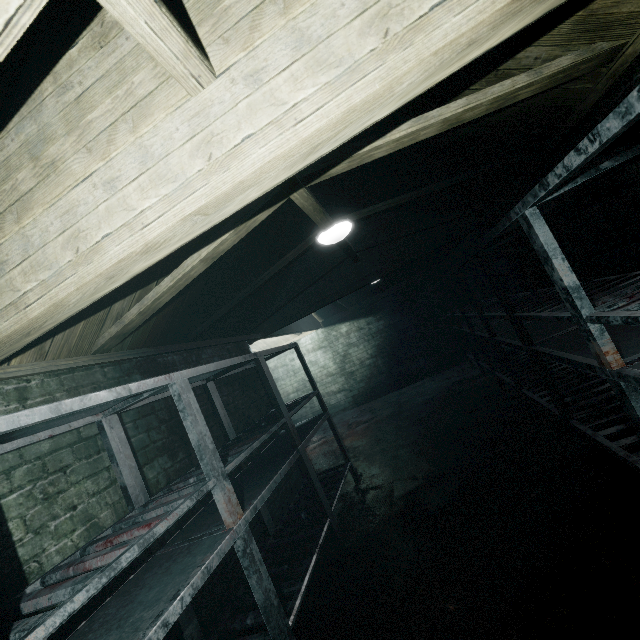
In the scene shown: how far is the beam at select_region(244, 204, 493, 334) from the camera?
3.3 meters

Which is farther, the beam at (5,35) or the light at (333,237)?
the light at (333,237)

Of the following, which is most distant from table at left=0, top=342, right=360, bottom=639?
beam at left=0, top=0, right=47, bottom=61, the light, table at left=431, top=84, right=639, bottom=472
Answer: table at left=431, top=84, right=639, bottom=472

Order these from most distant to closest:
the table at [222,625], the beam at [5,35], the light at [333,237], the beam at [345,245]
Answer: the beam at [345,245], the light at [333,237], the table at [222,625], the beam at [5,35]

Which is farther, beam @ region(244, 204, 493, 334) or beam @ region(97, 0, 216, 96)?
beam @ region(244, 204, 493, 334)

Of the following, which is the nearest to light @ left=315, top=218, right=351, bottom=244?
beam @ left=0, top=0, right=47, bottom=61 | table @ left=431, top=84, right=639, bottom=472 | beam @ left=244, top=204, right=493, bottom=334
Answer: beam @ left=244, top=204, right=493, bottom=334

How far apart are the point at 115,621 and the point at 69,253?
1.4 meters

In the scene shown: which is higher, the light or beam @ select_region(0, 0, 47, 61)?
beam @ select_region(0, 0, 47, 61)
